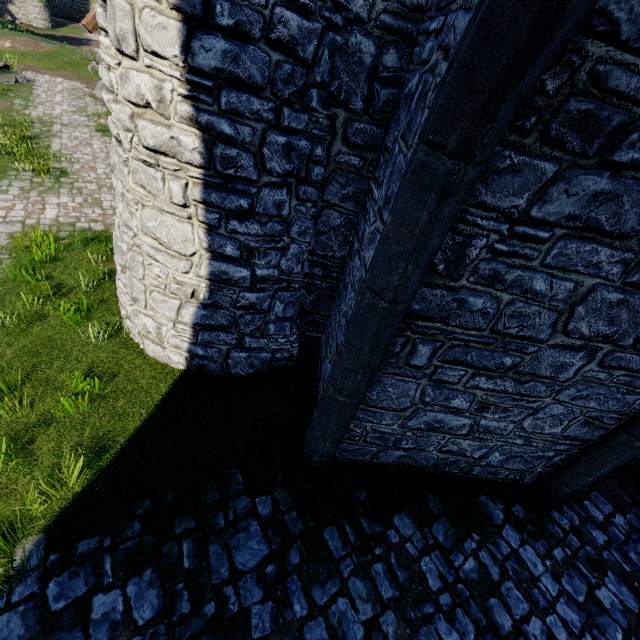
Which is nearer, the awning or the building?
the building

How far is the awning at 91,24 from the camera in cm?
Result: 461

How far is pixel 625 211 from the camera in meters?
2.5

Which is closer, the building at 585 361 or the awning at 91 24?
the building at 585 361

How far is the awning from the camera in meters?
4.6
